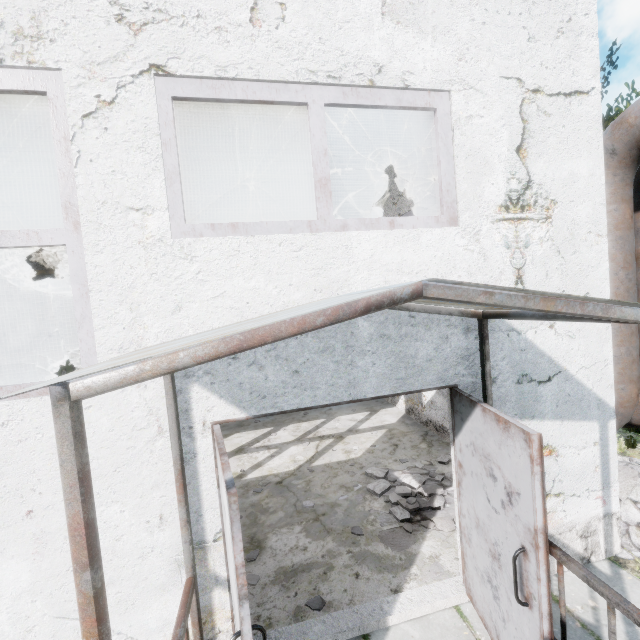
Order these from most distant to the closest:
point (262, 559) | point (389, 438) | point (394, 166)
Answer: point (394, 166), point (389, 438), point (262, 559)

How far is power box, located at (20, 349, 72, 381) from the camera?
8.1 meters

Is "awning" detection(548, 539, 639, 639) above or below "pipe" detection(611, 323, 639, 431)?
below

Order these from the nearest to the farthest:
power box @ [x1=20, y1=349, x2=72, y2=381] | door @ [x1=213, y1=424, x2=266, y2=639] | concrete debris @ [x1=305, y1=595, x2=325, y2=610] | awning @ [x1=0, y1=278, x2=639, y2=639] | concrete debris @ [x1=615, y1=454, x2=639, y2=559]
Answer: awning @ [x1=0, y1=278, x2=639, y2=639], door @ [x1=213, y1=424, x2=266, y2=639], concrete debris @ [x1=305, y1=595, x2=325, y2=610], concrete debris @ [x1=615, y1=454, x2=639, y2=559], power box @ [x1=20, y1=349, x2=72, y2=381]

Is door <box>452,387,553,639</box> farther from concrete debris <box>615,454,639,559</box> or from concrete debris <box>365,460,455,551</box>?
concrete debris <box>615,454,639,559</box>

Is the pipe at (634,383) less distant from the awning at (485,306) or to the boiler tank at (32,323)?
the awning at (485,306)

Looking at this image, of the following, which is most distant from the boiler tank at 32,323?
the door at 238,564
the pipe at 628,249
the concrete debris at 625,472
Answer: the concrete debris at 625,472

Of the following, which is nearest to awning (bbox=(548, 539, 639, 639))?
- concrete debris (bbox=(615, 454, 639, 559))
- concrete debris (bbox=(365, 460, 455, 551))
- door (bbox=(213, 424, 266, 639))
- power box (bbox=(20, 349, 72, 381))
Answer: door (bbox=(213, 424, 266, 639))
